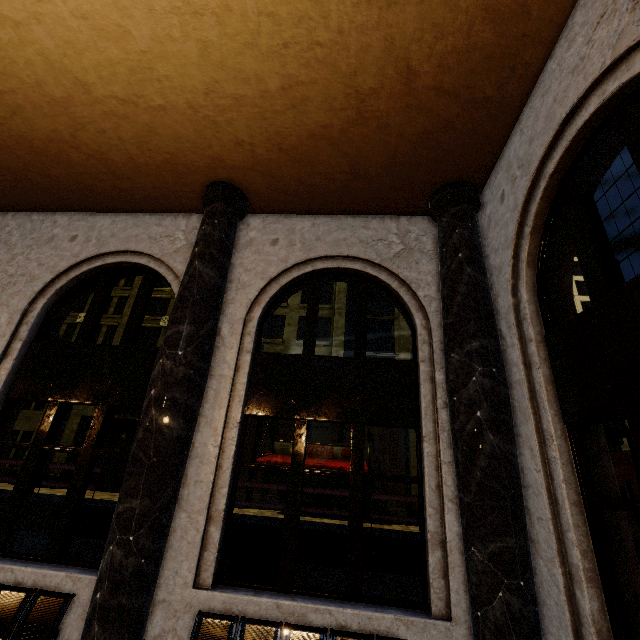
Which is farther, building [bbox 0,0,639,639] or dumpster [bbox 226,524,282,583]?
dumpster [bbox 226,524,282,583]

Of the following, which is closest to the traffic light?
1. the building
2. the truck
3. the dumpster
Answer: the truck

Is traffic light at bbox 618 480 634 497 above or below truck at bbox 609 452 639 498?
below

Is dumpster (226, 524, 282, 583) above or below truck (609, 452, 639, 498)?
below

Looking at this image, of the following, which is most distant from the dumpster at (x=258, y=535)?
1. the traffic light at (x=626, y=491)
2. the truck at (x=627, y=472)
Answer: the traffic light at (x=626, y=491)

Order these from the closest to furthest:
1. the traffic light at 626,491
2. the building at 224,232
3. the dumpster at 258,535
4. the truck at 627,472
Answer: the building at 224,232, the dumpster at 258,535, the traffic light at 626,491, the truck at 627,472

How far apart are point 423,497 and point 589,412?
2.2 meters

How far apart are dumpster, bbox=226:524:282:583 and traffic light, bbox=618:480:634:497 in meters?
8.3
